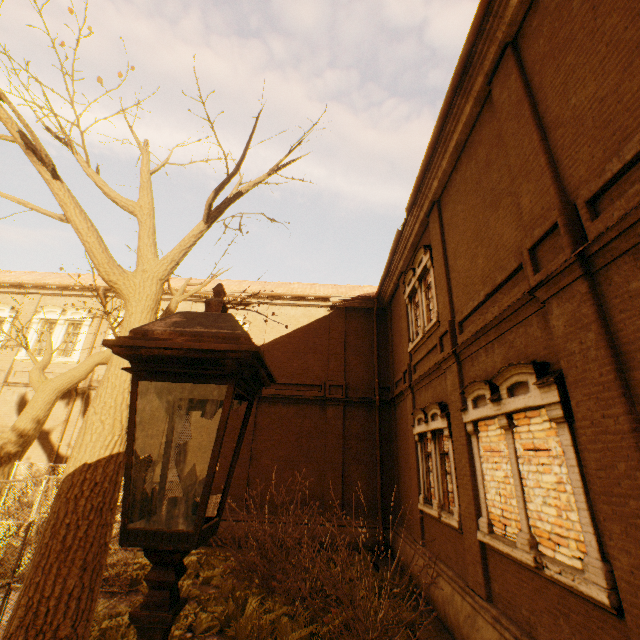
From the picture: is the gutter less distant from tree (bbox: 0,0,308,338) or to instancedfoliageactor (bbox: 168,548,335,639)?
tree (bbox: 0,0,308,338)

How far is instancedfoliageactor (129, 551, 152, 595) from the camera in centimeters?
820cm

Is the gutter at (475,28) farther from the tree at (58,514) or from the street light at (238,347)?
the street light at (238,347)

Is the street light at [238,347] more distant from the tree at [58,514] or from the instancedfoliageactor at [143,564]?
the instancedfoliageactor at [143,564]

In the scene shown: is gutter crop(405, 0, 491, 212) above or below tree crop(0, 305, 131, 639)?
above

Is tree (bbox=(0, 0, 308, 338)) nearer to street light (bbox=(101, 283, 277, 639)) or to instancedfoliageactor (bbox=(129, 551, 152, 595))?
instancedfoliageactor (bbox=(129, 551, 152, 595))

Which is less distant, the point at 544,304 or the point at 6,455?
the point at 544,304
